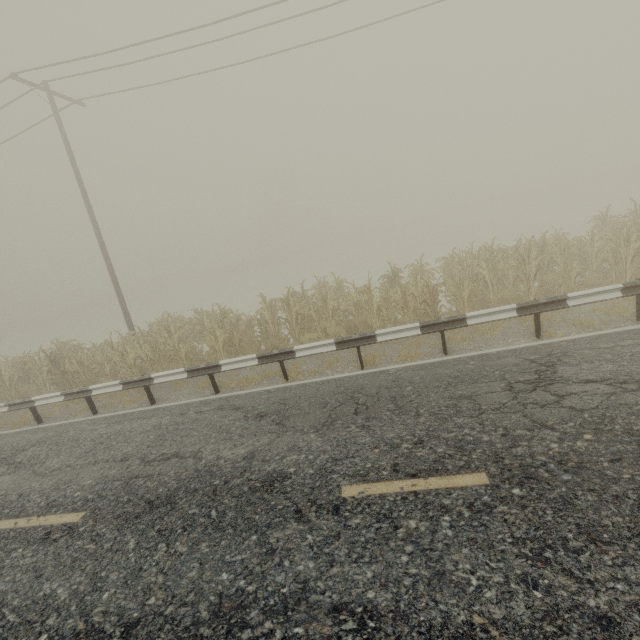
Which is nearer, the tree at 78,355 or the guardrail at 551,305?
the guardrail at 551,305

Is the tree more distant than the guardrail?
Yes

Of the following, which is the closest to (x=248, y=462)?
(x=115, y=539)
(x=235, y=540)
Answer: (x=235, y=540)
